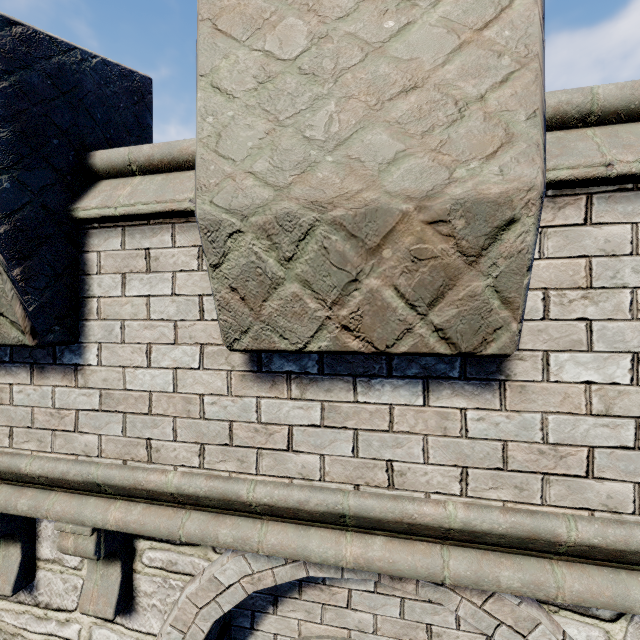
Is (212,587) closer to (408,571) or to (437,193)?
(408,571)
